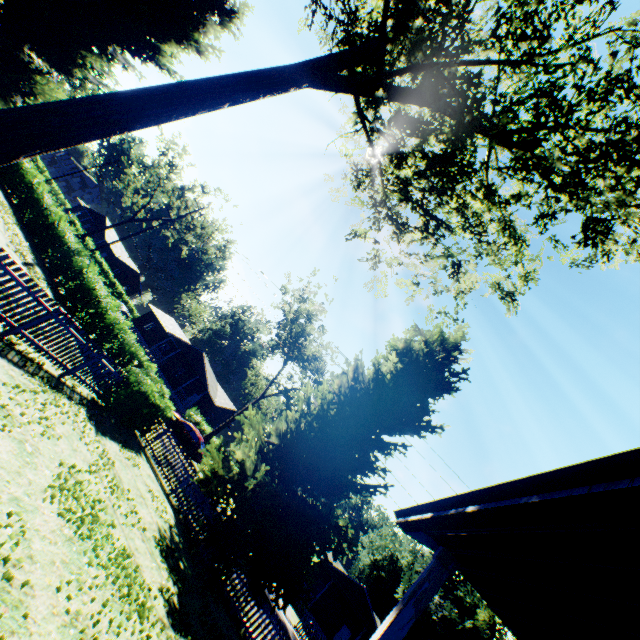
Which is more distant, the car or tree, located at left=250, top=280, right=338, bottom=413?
tree, located at left=250, top=280, right=338, bottom=413

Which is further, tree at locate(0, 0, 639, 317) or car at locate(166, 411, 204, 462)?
car at locate(166, 411, 204, 462)

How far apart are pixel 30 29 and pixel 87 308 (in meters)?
16.23

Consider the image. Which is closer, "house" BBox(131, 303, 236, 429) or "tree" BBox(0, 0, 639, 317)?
"tree" BBox(0, 0, 639, 317)

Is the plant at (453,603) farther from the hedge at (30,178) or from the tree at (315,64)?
the tree at (315,64)

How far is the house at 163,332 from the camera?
42.3m

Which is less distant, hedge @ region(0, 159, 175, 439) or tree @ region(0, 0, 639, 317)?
tree @ region(0, 0, 639, 317)

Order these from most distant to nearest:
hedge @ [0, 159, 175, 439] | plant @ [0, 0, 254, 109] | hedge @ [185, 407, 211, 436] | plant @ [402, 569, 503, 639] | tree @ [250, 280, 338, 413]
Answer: plant @ [402, 569, 503, 639] < tree @ [250, 280, 338, 413] < hedge @ [185, 407, 211, 436] < plant @ [0, 0, 254, 109] < hedge @ [0, 159, 175, 439]
